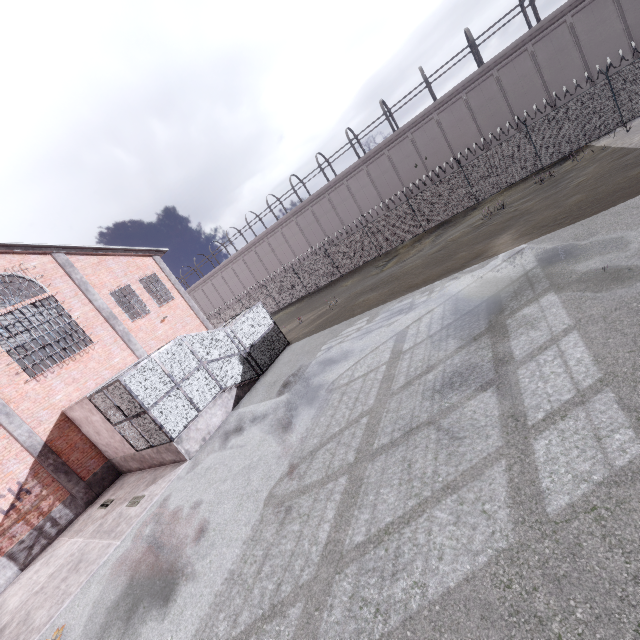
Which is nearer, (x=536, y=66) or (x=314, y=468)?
(x=314, y=468)

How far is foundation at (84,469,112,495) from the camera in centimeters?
1439cm

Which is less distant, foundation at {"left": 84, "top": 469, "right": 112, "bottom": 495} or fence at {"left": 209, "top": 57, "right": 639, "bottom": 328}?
foundation at {"left": 84, "top": 469, "right": 112, "bottom": 495}

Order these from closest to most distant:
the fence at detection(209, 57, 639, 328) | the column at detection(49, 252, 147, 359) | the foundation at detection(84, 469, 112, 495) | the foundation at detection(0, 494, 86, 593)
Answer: the foundation at detection(0, 494, 86, 593) → the foundation at detection(84, 469, 112, 495) → the column at detection(49, 252, 147, 359) → the fence at detection(209, 57, 639, 328)

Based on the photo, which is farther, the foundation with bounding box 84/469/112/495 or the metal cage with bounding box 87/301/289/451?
the foundation with bounding box 84/469/112/495

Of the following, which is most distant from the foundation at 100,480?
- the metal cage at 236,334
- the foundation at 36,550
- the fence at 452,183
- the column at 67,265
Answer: the fence at 452,183

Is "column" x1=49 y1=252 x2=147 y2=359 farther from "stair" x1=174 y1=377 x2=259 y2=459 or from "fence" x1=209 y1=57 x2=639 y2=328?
"fence" x1=209 y1=57 x2=639 y2=328

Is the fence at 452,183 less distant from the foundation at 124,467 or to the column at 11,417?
the column at 11,417
